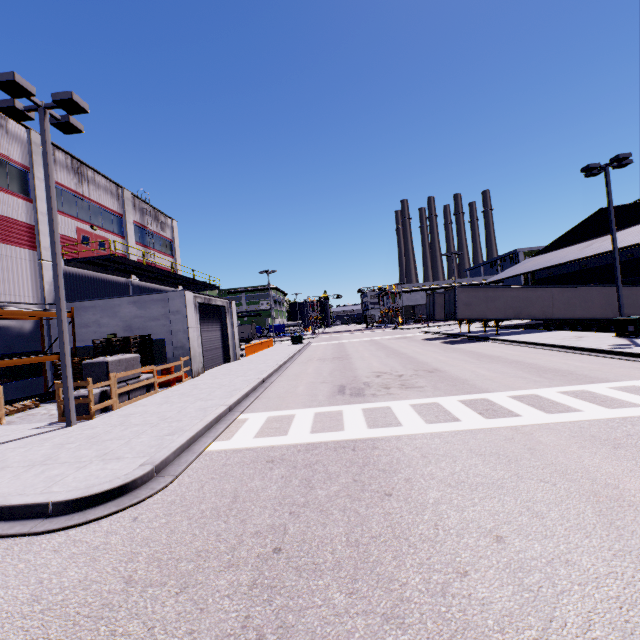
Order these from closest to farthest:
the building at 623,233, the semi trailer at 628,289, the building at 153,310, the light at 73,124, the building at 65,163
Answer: the light at 73,124 → the building at 153,310 → the building at 65,163 → the building at 623,233 → the semi trailer at 628,289

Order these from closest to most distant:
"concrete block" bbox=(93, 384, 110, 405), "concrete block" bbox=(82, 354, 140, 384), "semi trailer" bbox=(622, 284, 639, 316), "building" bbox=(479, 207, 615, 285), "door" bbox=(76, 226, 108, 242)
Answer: "concrete block" bbox=(93, 384, 110, 405) → "concrete block" bbox=(82, 354, 140, 384) → "door" bbox=(76, 226, 108, 242) → "semi trailer" bbox=(622, 284, 639, 316) → "building" bbox=(479, 207, 615, 285)

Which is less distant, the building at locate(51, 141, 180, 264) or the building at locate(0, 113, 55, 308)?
the building at locate(0, 113, 55, 308)

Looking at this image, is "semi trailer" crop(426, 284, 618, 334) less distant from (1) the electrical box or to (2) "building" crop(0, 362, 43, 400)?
(2) "building" crop(0, 362, 43, 400)

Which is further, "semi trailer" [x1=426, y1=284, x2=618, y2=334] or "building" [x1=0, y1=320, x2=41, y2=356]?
"semi trailer" [x1=426, y1=284, x2=618, y2=334]

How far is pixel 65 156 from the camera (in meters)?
20.69

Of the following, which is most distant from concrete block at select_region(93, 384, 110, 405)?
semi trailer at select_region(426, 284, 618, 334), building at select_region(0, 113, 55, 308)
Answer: building at select_region(0, 113, 55, 308)

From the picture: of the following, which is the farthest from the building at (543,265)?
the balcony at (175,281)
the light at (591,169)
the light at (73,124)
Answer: the light at (73,124)
